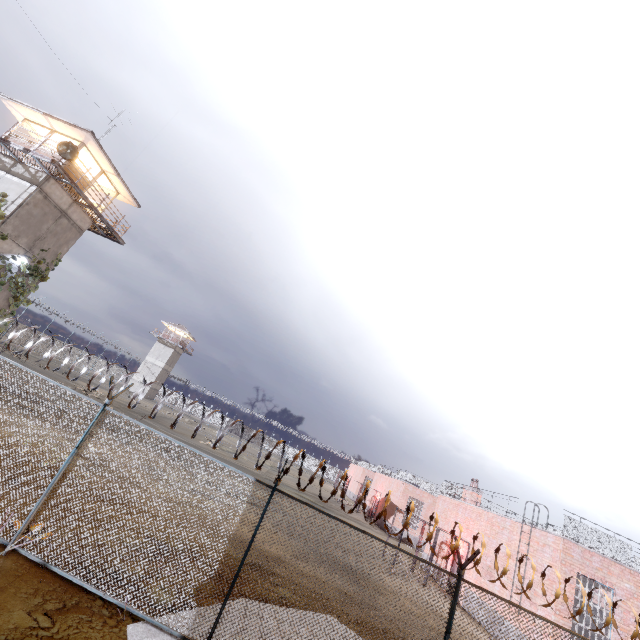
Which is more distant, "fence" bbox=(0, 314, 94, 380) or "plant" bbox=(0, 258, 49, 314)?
"plant" bbox=(0, 258, 49, 314)

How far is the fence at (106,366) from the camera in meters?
6.7 m

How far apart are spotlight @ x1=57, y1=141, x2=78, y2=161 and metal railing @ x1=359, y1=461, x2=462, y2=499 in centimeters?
3575cm

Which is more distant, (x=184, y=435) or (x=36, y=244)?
(x=184, y=435)

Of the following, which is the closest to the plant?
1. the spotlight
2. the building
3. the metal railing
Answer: the building

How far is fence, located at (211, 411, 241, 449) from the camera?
6.49m

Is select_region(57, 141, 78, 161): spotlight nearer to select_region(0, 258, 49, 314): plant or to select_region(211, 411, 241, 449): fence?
select_region(0, 258, 49, 314): plant

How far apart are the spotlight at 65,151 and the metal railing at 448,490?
35.7m
